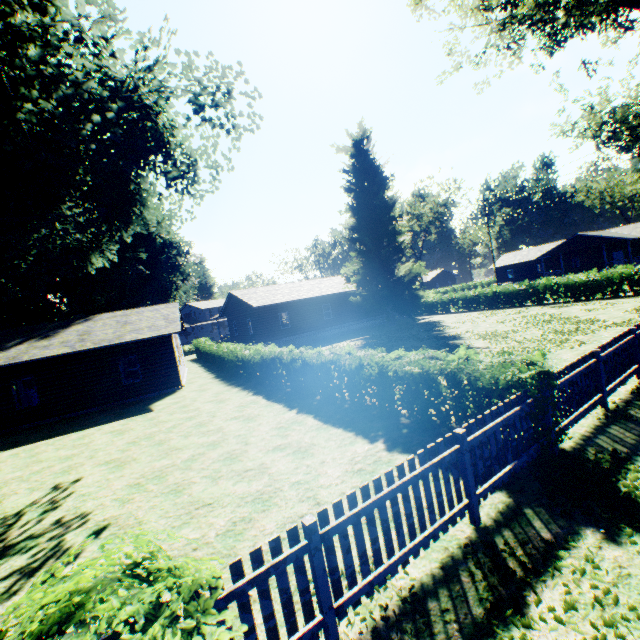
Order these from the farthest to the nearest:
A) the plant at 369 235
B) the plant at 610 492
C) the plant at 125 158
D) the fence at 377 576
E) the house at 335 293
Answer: the plant at 369 235, the house at 335 293, the plant at 125 158, the plant at 610 492, the fence at 377 576

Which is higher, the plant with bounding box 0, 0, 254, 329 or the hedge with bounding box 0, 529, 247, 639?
the plant with bounding box 0, 0, 254, 329

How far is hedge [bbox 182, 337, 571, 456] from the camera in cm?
586

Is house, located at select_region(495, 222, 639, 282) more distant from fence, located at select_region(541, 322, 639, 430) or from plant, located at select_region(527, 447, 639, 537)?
plant, located at select_region(527, 447, 639, 537)

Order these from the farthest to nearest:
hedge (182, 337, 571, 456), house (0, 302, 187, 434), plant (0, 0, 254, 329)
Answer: house (0, 302, 187, 434), plant (0, 0, 254, 329), hedge (182, 337, 571, 456)

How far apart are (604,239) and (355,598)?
56.3m

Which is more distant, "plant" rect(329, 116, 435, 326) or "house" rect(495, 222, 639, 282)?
"house" rect(495, 222, 639, 282)

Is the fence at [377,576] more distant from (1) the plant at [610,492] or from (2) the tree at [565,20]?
(2) the tree at [565,20]
